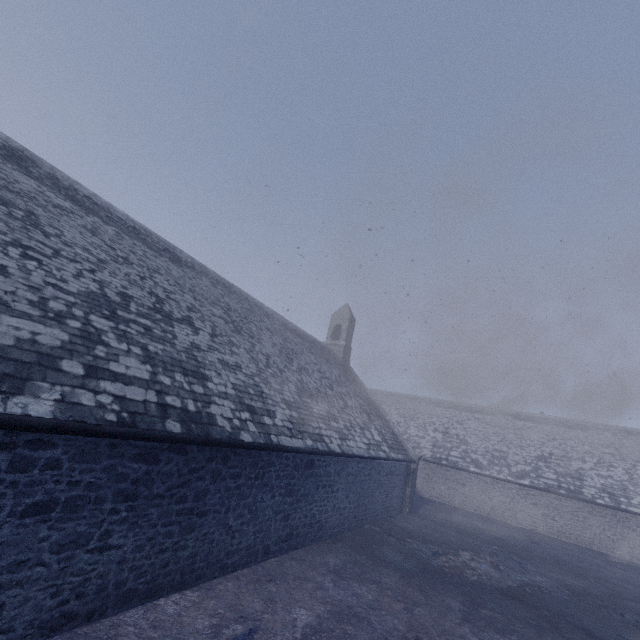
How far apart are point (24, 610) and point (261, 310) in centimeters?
1333cm
